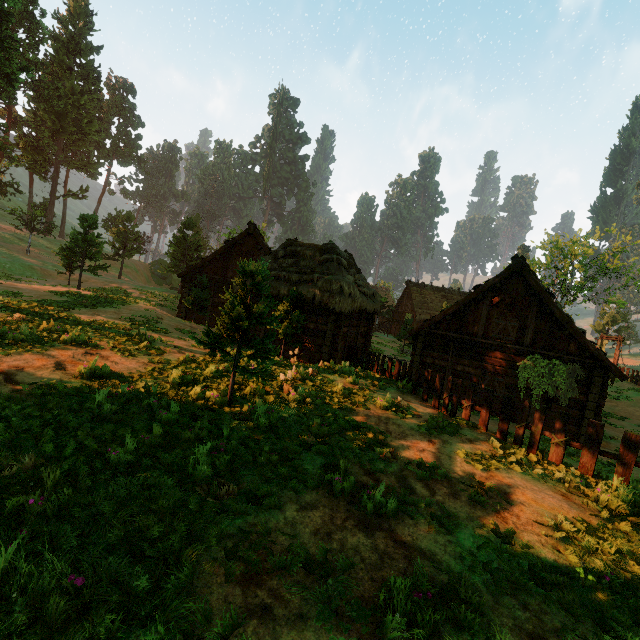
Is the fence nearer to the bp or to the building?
the building

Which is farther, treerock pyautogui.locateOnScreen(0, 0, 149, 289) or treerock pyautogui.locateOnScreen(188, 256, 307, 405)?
treerock pyautogui.locateOnScreen(0, 0, 149, 289)

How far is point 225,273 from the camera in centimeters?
2402cm

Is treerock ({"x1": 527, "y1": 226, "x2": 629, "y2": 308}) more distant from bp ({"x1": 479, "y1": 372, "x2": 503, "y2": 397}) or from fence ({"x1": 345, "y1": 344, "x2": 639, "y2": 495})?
bp ({"x1": 479, "y1": 372, "x2": 503, "y2": 397})

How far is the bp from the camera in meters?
16.0

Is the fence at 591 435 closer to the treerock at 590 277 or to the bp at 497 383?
the treerock at 590 277

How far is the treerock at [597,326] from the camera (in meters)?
57.97
